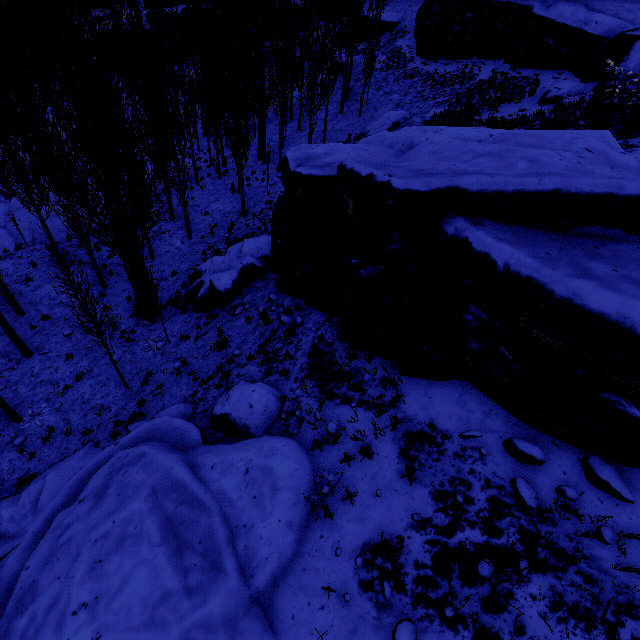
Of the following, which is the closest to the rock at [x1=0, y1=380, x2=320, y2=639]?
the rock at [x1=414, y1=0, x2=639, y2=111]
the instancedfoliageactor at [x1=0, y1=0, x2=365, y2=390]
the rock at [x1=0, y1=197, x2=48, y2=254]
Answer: the instancedfoliageactor at [x1=0, y1=0, x2=365, y2=390]

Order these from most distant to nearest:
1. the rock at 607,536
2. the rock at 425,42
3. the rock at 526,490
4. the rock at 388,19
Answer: the rock at 388,19 → the rock at 425,42 → the rock at 526,490 → the rock at 607,536

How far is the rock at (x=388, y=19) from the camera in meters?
32.2 m

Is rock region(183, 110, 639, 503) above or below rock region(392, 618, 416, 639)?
above

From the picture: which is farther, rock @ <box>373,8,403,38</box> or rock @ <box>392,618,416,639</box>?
rock @ <box>373,8,403,38</box>

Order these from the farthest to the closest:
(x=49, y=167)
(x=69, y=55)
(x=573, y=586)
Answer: (x=49, y=167)
(x=69, y=55)
(x=573, y=586)

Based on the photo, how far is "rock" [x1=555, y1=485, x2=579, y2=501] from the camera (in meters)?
4.67

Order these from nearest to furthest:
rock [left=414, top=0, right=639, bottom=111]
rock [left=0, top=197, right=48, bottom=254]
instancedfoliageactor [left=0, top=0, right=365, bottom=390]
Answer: instancedfoliageactor [left=0, top=0, right=365, bottom=390] → rock [left=414, top=0, right=639, bottom=111] → rock [left=0, top=197, right=48, bottom=254]
